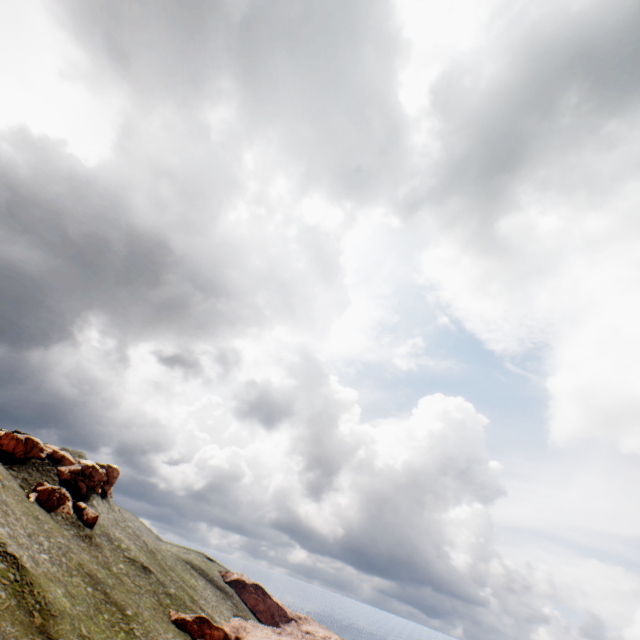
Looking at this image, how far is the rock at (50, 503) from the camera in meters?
58.1 m

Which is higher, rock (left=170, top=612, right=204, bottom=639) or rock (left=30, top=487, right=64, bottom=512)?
rock (left=30, top=487, right=64, bottom=512)

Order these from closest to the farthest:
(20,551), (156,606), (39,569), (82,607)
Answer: (20,551) < (39,569) < (82,607) < (156,606)

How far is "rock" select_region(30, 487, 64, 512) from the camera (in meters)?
58.06

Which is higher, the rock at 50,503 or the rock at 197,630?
the rock at 50,503
